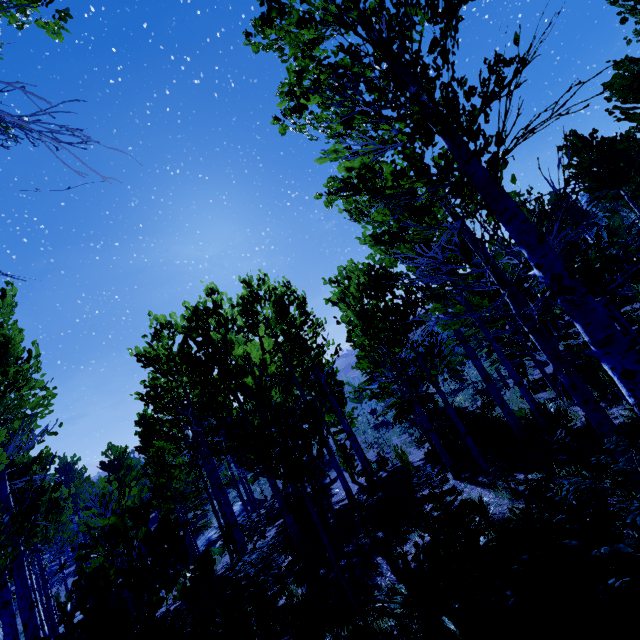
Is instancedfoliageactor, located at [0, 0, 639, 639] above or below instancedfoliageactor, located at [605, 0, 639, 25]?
below

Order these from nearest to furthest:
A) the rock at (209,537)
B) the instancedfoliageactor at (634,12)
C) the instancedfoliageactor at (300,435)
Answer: the instancedfoliageactor at (300,435)
the instancedfoliageactor at (634,12)
the rock at (209,537)

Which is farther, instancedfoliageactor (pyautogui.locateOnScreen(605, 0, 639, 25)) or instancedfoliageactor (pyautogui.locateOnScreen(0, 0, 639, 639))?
instancedfoliageactor (pyautogui.locateOnScreen(605, 0, 639, 25))

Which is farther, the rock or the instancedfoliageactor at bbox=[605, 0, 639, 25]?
the rock

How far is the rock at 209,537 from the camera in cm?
2173

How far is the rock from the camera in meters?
21.7

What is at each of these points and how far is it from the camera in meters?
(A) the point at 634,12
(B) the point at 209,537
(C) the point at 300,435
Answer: →
(A) instancedfoliageactor, 7.6 m
(B) rock, 22.9 m
(C) instancedfoliageactor, 4.6 m
